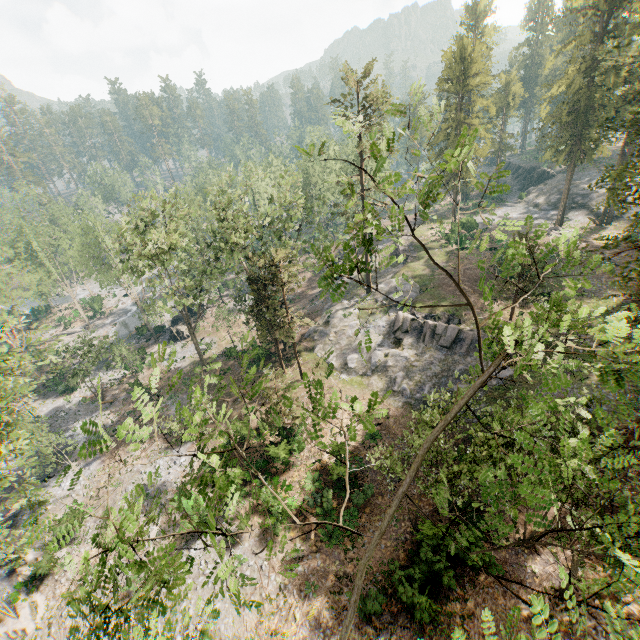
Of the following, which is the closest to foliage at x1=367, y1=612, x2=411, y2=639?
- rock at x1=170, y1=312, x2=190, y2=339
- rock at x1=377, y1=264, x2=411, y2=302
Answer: rock at x1=377, y1=264, x2=411, y2=302

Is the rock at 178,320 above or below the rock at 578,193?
below

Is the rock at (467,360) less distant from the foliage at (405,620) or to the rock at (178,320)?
the foliage at (405,620)

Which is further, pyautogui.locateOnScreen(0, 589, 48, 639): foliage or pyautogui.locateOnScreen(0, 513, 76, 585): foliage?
pyautogui.locateOnScreen(0, 589, 48, 639): foliage

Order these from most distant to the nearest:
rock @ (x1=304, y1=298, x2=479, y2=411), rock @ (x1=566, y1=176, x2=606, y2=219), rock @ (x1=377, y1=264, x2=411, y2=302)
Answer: rock @ (x1=566, y1=176, x2=606, y2=219)
rock @ (x1=377, y1=264, x2=411, y2=302)
rock @ (x1=304, y1=298, x2=479, y2=411)

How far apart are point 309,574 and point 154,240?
29.21m

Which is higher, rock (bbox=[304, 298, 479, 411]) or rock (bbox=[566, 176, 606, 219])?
rock (bbox=[566, 176, 606, 219])

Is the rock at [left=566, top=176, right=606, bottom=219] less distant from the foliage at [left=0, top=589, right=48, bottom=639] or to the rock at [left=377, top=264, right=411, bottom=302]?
the foliage at [left=0, top=589, right=48, bottom=639]
